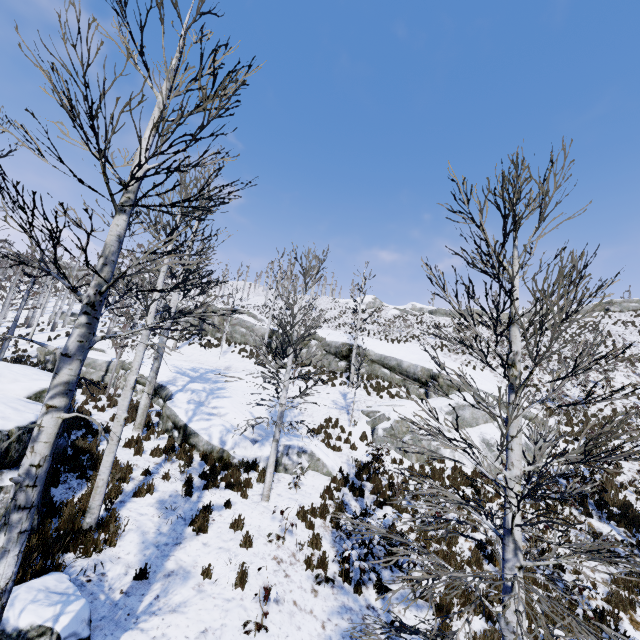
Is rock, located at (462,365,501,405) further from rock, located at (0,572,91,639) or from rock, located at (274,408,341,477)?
rock, located at (0,572,91,639)

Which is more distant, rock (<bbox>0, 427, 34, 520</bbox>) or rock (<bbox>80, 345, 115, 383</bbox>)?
rock (<bbox>80, 345, 115, 383</bbox>)

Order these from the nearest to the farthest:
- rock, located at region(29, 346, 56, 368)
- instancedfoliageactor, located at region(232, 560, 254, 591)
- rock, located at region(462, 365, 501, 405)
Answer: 1. instancedfoliageactor, located at region(232, 560, 254, 591)
2. rock, located at region(462, 365, 501, 405)
3. rock, located at region(29, 346, 56, 368)

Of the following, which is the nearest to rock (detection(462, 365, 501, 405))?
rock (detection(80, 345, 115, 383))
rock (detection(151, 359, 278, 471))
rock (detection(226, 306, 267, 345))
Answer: rock (detection(226, 306, 267, 345))

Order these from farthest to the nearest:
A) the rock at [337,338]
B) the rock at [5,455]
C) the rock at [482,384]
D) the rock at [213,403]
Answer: the rock at [337,338] < the rock at [482,384] < the rock at [213,403] < the rock at [5,455]

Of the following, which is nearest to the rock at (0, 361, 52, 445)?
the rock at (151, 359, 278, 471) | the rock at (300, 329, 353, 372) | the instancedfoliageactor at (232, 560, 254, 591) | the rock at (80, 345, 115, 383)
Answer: the instancedfoliageactor at (232, 560, 254, 591)

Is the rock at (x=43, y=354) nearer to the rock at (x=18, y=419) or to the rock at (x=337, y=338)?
the rock at (x=18, y=419)

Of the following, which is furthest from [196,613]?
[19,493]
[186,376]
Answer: [186,376]
